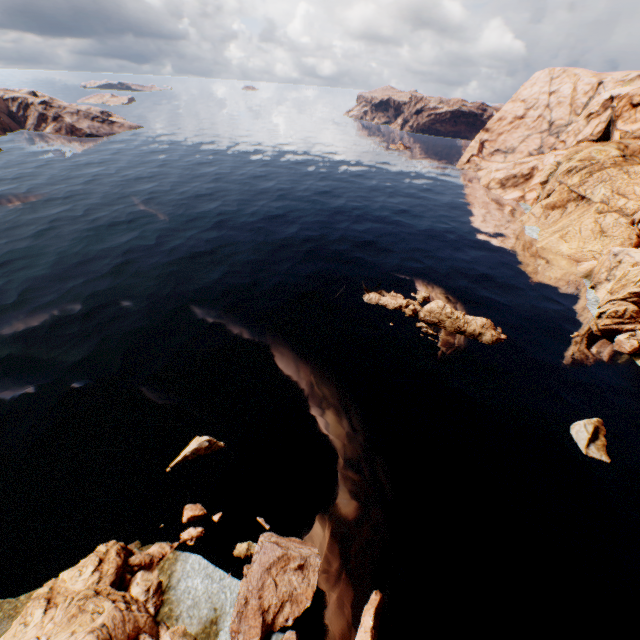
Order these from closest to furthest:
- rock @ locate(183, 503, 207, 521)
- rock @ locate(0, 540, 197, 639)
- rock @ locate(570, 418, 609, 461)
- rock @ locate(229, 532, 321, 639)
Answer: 1. rock @ locate(0, 540, 197, 639)
2. rock @ locate(229, 532, 321, 639)
3. rock @ locate(183, 503, 207, 521)
4. rock @ locate(570, 418, 609, 461)

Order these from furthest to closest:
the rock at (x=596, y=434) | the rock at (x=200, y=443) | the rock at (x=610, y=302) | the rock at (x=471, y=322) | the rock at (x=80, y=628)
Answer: the rock at (x=471, y=322) < the rock at (x=610, y=302) < the rock at (x=596, y=434) < the rock at (x=200, y=443) < the rock at (x=80, y=628)

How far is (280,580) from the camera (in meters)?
18.36

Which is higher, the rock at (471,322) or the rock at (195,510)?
the rock at (471,322)

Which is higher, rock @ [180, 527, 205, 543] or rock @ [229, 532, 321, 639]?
rock @ [229, 532, 321, 639]

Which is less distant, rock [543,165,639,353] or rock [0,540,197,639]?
rock [0,540,197,639]

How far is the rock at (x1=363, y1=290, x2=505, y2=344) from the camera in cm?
3819
